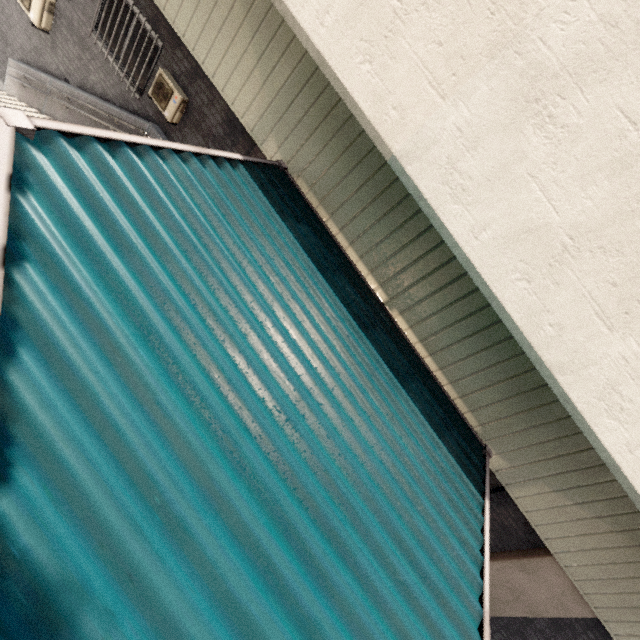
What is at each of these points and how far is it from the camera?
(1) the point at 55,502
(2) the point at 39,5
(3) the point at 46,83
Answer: (1) exterior awning, 1.53m
(2) air conditioner, 7.02m
(3) stairs, 7.83m

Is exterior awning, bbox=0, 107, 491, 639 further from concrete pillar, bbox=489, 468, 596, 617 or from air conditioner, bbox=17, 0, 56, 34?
air conditioner, bbox=17, 0, 56, 34

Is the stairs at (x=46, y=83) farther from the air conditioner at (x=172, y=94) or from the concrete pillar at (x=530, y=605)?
the concrete pillar at (x=530, y=605)

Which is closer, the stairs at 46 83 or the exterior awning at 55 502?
the exterior awning at 55 502

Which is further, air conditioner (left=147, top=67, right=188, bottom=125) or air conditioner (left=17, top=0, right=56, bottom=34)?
air conditioner (left=17, top=0, right=56, bottom=34)

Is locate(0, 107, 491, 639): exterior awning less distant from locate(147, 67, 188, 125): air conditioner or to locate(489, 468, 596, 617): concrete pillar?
locate(489, 468, 596, 617): concrete pillar

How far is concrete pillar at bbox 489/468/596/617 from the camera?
5.87m

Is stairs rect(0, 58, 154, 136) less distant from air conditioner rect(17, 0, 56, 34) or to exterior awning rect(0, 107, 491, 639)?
air conditioner rect(17, 0, 56, 34)
